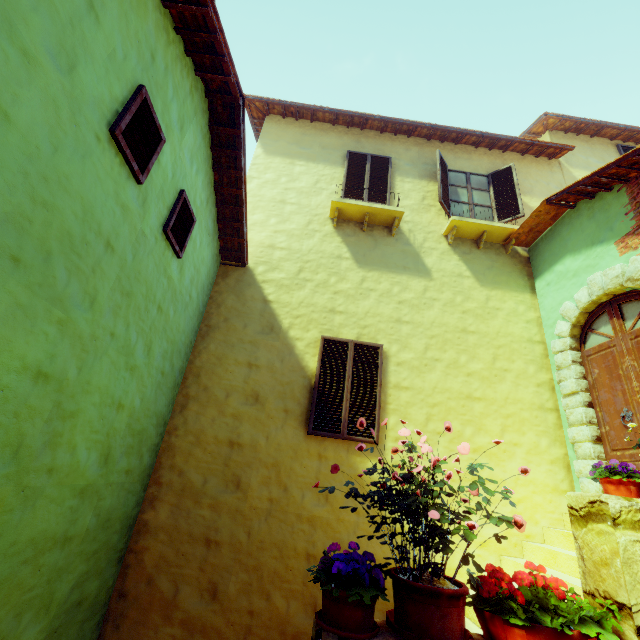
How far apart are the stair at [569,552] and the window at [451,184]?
5.6 meters

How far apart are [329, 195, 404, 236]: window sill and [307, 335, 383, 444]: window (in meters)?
2.56

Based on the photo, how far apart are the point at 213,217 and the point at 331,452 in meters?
4.3 m

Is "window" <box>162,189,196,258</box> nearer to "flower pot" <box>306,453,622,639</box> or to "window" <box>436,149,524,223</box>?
"flower pot" <box>306,453,622,639</box>

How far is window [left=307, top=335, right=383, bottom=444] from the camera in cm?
500

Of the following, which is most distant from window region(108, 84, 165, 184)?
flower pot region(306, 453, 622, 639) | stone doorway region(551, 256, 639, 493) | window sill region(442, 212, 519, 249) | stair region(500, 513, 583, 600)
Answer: window sill region(442, 212, 519, 249)

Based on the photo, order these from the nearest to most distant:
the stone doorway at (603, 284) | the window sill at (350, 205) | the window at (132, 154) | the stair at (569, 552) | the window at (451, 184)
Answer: the window at (132, 154) → the stair at (569, 552) → the stone doorway at (603, 284) → the window sill at (350, 205) → the window at (451, 184)

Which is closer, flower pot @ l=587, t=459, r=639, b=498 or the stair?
flower pot @ l=587, t=459, r=639, b=498
